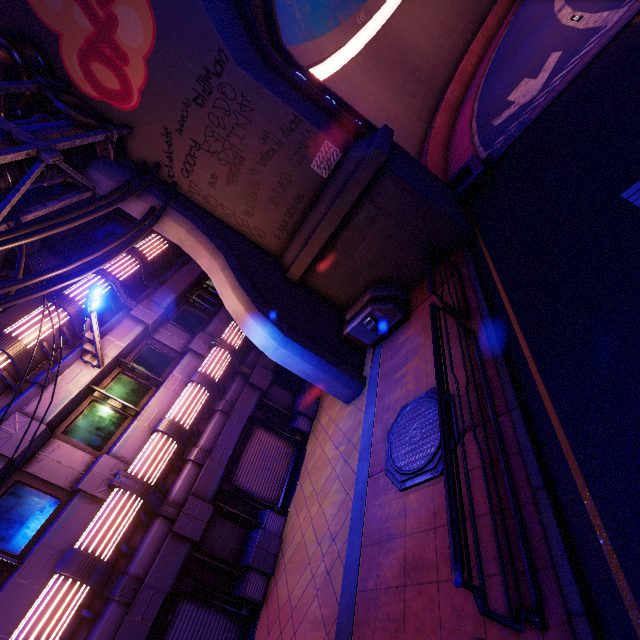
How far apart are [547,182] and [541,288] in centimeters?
375cm

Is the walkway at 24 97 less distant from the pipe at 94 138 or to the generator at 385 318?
the pipe at 94 138

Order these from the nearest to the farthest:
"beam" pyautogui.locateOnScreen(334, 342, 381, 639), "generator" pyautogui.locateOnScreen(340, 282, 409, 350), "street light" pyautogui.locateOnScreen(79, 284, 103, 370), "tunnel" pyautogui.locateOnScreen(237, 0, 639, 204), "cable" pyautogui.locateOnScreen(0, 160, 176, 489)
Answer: "beam" pyautogui.locateOnScreen(334, 342, 381, 639), "cable" pyautogui.locateOnScreen(0, 160, 176, 489), "street light" pyautogui.locateOnScreen(79, 284, 103, 370), "generator" pyautogui.locateOnScreen(340, 282, 409, 350), "tunnel" pyautogui.locateOnScreen(237, 0, 639, 204)

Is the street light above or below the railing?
above

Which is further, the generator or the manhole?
the generator

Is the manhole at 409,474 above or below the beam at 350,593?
above

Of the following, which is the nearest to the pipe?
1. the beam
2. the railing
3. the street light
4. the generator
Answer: the street light

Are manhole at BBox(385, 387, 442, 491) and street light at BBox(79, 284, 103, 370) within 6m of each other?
no
